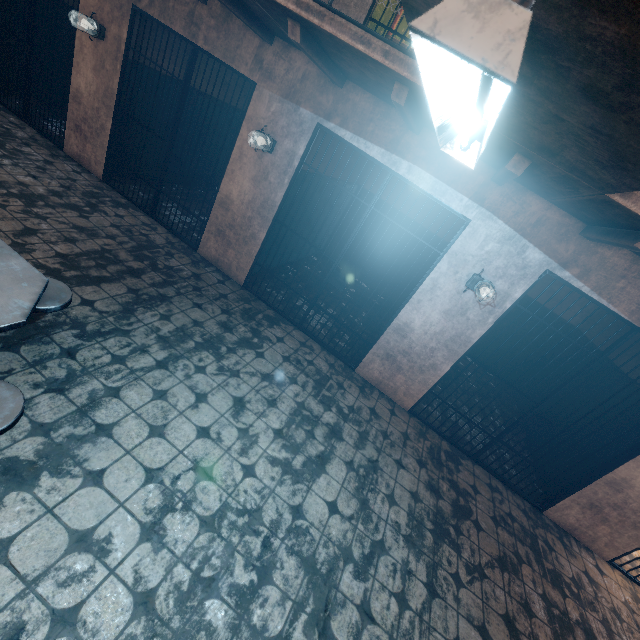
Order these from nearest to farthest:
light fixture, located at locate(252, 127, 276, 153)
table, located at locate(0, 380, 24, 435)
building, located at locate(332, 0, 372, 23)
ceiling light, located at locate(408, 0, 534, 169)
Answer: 1. ceiling light, located at locate(408, 0, 534, 169)
2. table, located at locate(0, 380, 24, 435)
3. building, located at locate(332, 0, 372, 23)
4. light fixture, located at locate(252, 127, 276, 153)

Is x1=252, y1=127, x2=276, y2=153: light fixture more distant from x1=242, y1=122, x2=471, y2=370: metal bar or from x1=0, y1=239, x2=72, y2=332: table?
x1=0, y1=239, x2=72, y2=332: table

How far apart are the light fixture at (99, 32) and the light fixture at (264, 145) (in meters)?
2.73

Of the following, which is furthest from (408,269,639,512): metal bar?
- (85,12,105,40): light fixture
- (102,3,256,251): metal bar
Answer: (85,12,105,40): light fixture

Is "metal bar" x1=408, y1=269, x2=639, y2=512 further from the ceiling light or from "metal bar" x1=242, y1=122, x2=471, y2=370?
the ceiling light

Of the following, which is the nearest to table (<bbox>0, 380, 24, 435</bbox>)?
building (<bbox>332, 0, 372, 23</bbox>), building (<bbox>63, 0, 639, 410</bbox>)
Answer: building (<bbox>63, 0, 639, 410</bbox>)

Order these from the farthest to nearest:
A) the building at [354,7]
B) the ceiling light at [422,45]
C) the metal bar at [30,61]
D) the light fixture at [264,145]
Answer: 1. the metal bar at [30,61]
2. the light fixture at [264,145]
3. the building at [354,7]
4. the ceiling light at [422,45]

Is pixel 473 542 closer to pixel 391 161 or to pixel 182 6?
pixel 391 161
